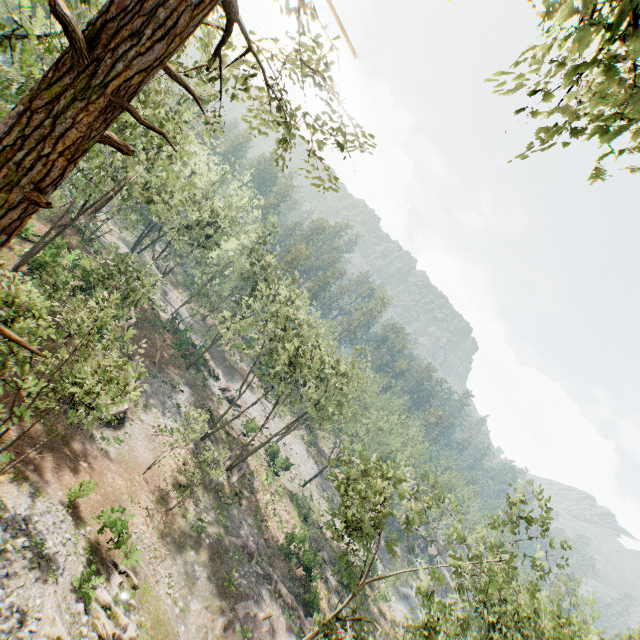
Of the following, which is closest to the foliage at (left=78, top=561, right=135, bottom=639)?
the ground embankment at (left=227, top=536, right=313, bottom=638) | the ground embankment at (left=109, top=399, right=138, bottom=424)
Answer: the ground embankment at (left=227, top=536, right=313, bottom=638)

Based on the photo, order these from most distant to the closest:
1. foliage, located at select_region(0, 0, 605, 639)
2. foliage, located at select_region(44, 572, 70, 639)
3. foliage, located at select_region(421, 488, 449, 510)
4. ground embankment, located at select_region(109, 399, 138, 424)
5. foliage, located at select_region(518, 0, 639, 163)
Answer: ground embankment, located at select_region(109, 399, 138, 424) → foliage, located at select_region(421, 488, 449, 510) → foliage, located at select_region(44, 572, 70, 639) → foliage, located at select_region(0, 0, 605, 639) → foliage, located at select_region(518, 0, 639, 163)

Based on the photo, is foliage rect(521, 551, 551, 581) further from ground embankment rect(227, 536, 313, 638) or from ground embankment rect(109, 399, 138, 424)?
ground embankment rect(109, 399, 138, 424)

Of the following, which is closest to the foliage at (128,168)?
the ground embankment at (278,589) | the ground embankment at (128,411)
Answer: the ground embankment at (278,589)

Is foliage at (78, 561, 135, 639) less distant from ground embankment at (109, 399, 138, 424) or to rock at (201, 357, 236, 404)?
rock at (201, 357, 236, 404)

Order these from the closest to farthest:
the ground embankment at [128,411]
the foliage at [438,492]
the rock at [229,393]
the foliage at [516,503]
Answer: the foliage at [516,503]
the foliage at [438,492]
the ground embankment at [128,411]
the rock at [229,393]

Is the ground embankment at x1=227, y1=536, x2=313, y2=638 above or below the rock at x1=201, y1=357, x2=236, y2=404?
above

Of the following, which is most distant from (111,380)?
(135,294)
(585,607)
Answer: (585,607)
